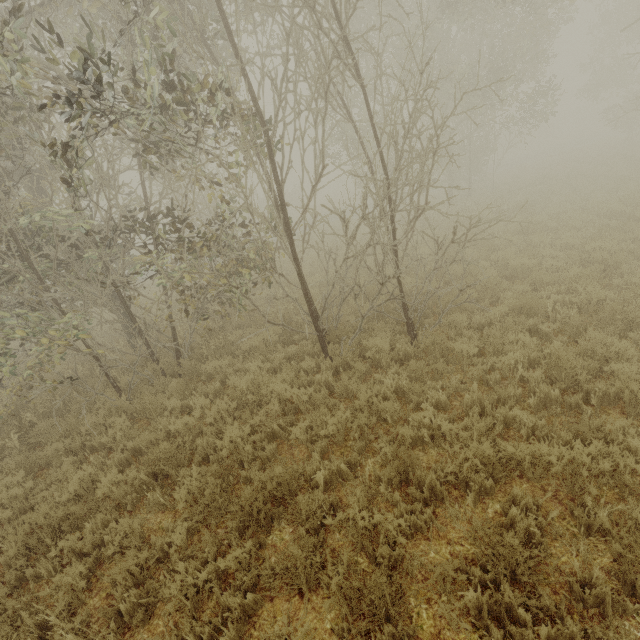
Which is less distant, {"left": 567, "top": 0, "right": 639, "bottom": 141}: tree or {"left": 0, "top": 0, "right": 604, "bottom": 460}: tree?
{"left": 0, "top": 0, "right": 604, "bottom": 460}: tree

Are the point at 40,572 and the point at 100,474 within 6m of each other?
yes

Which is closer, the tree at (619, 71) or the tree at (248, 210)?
the tree at (248, 210)
